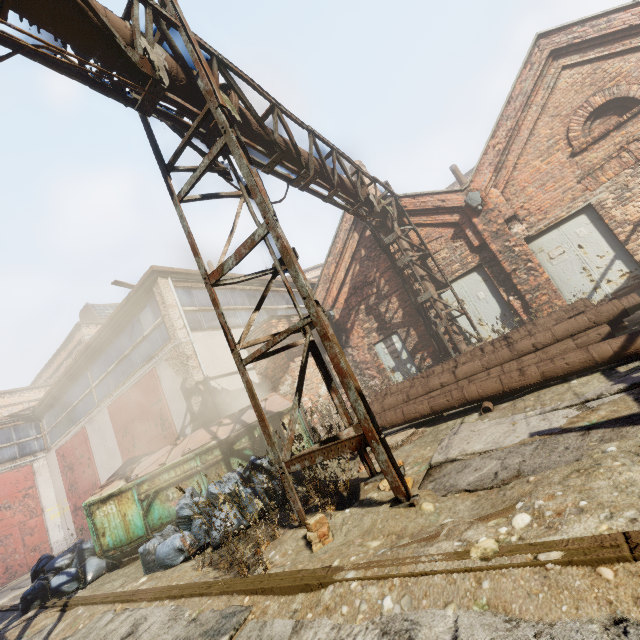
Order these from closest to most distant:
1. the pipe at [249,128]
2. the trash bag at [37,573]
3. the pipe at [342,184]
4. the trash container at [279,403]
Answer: the pipe at [249,128] < the trash bag at [37,573] < the trash container at [279,403] < the pipe at [342,184]

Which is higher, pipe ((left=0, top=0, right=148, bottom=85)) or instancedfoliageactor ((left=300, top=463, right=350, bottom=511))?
pipe ((left=0, top=0, right=148, bottom=85))

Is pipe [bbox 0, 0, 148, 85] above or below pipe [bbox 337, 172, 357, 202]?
below

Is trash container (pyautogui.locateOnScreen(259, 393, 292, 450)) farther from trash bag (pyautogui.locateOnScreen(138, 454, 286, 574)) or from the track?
the track

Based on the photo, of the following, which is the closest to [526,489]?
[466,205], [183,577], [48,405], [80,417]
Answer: [183,577]

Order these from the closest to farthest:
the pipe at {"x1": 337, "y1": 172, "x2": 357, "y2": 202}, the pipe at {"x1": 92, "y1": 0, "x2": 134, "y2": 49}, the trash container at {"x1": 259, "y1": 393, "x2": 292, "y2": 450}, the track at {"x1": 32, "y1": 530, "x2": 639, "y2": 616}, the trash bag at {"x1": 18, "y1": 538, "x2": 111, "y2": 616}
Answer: the track at {"x1": 32, "y1": 530, "x2": 639, "y2": 616}, the pipe at {"x1": 92, "y1": 0, "x2": 134, "y2": 49}, the trash bag at {"x1": 18, "y1": 538, "x2": 111, "y2": 616}, the trash container at {"x1": 259, "y1": 393, "x2": 292, "y2": 450}, the pipe at {"x1": 337, "y1": 172, "x2": 357, "y2": 202}

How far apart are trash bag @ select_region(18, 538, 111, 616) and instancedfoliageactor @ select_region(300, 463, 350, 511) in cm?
563

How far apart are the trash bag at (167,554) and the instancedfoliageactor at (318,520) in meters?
1.4 m
